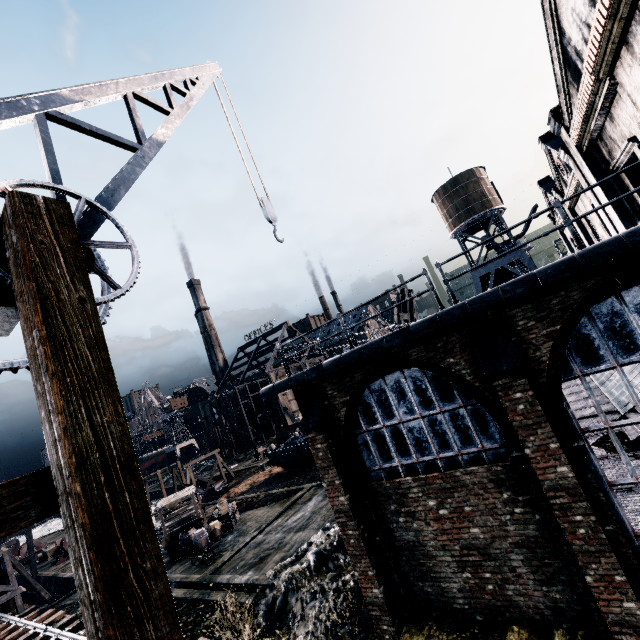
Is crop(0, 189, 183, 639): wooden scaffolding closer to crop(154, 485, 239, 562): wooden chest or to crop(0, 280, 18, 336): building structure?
crop(0, 280, 18, 336): building structure

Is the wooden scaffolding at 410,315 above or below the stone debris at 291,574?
above

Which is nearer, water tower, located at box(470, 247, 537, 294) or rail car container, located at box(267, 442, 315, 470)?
rail car container, located at box(267, 442, 315, 470)

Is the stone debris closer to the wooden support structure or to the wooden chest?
the wooden chest

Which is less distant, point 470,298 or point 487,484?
point 470,298

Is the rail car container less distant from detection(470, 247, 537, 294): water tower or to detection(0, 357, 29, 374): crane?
detection(470, 247, 537, 294): water tower

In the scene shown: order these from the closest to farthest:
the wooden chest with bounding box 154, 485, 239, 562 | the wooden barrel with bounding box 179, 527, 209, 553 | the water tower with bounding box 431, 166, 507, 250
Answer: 1. the wooden barrel with bounding box 179, 527, 209, 553
2. the wooden chest with bounding box 154, 485, 239, 562
3. the water tower with bounding box 431, 166, 507, 250

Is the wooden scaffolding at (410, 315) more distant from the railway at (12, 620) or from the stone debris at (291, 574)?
the railway at (12, 620)
